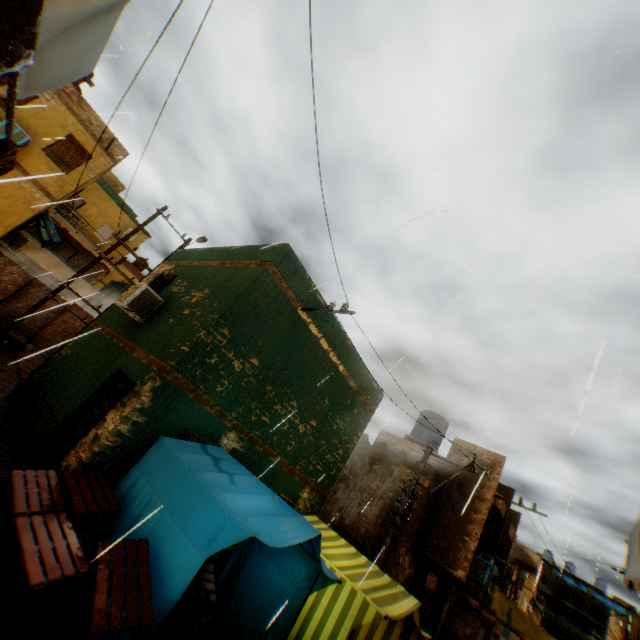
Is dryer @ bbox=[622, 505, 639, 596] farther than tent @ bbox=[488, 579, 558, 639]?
No

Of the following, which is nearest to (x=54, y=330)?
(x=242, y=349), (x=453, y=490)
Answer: (x=242, y=349)

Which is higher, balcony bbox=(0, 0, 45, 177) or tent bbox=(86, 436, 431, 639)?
balcony bbox=(0, 0, 45, 177)

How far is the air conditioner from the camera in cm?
1221

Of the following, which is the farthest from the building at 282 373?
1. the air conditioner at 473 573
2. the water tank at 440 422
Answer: the water tank at 440 422

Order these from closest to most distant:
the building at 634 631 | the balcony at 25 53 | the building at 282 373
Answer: the balcony at 25 53
the building at 282 373
the building at 634 631

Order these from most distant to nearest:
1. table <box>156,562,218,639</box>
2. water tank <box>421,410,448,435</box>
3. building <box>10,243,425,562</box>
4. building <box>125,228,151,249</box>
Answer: building <box>125,228,151,249</box> < water tank <box>421,410,448,435</box> < building <box>10,243,425,562</box> < table <box>156,562,218,639</box>

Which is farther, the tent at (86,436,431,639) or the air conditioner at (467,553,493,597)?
the air conditioner at (467,553,493,597)
